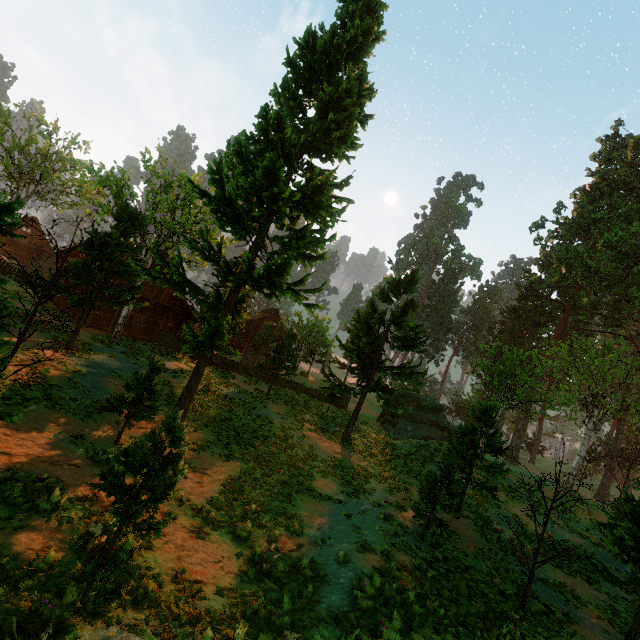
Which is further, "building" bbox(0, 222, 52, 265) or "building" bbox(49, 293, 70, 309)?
"building" bbox(0, 222, 52, 265)

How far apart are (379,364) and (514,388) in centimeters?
3819cm

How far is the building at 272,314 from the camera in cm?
4531

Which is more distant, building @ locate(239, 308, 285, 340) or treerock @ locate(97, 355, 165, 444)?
building @ locate(239, 308, 285, 340)

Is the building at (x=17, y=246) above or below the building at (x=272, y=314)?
below

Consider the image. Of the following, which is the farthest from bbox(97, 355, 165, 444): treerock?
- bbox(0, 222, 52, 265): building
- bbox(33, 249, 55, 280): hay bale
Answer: bbox(33, 249, 55, 280): hay bale

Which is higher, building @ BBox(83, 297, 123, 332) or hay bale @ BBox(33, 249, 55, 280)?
hay bale @ BBox(33, 249, 55, 280)

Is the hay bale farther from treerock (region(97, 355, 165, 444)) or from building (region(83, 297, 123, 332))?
treerock (region(97, 355, 165, 444))
